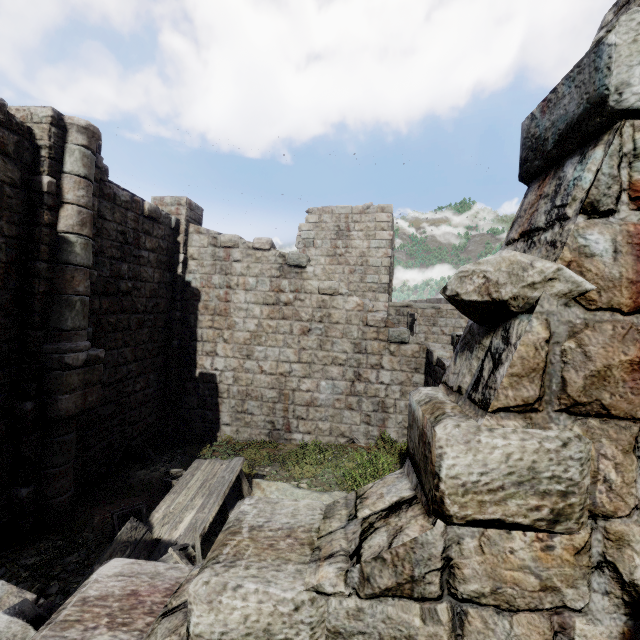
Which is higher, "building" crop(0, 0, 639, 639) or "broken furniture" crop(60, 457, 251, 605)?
"building" crop(0, 0, 639, 639)

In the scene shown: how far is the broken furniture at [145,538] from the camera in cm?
488

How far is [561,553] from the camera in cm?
150

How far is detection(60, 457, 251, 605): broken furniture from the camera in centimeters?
488cm

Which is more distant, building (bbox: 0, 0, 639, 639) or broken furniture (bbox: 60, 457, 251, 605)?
broken furniture (bbox: 60, 457, 251, 605)

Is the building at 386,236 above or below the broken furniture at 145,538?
above
